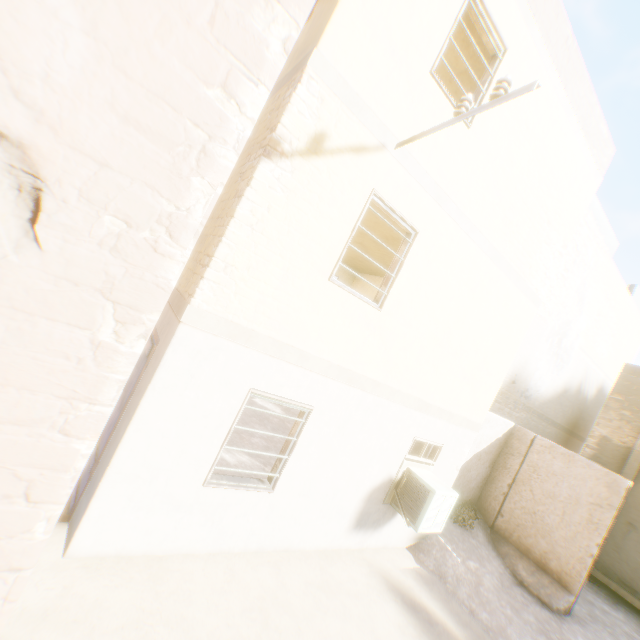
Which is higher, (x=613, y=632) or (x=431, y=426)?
(x=431, y=426)
